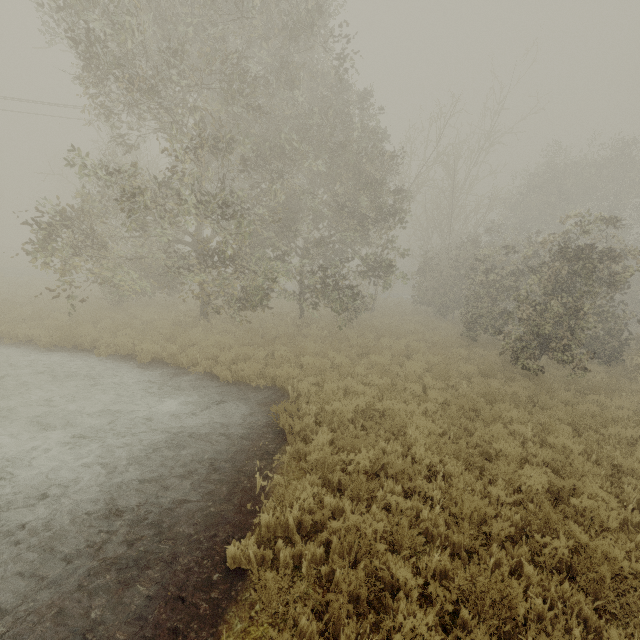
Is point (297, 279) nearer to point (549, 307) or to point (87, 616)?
point (549, 307)
